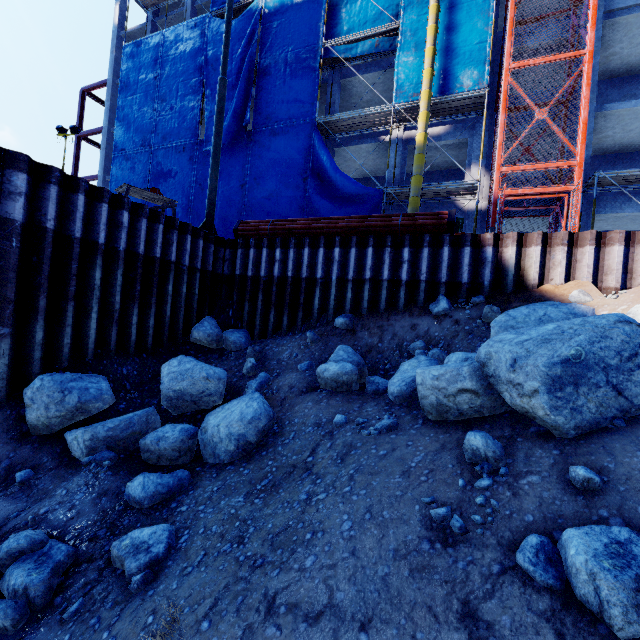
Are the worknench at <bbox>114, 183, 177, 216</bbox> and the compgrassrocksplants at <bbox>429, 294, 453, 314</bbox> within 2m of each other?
no

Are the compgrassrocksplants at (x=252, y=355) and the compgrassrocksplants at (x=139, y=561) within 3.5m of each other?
no

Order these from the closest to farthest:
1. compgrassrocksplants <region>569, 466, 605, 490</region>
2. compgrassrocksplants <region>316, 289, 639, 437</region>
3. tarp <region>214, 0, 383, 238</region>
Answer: compgrassrocksplants <region>569, 466, 605, 490</region> → compgrassrocksplants <region>316, 289, 639, 437</region> → tarp <region>214, 0, 383, 238</region>

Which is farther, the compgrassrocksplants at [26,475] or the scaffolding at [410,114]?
the scaffolding at [410,114]

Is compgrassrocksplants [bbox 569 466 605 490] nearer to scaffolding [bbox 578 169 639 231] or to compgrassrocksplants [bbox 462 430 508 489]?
compgrassrocksplants [bbox 462 430 508 489]

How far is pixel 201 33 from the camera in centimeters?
2012cm

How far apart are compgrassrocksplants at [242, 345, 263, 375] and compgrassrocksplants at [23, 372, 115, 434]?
2.24m

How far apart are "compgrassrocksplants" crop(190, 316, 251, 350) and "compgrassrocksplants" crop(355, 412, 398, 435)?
5.4m
